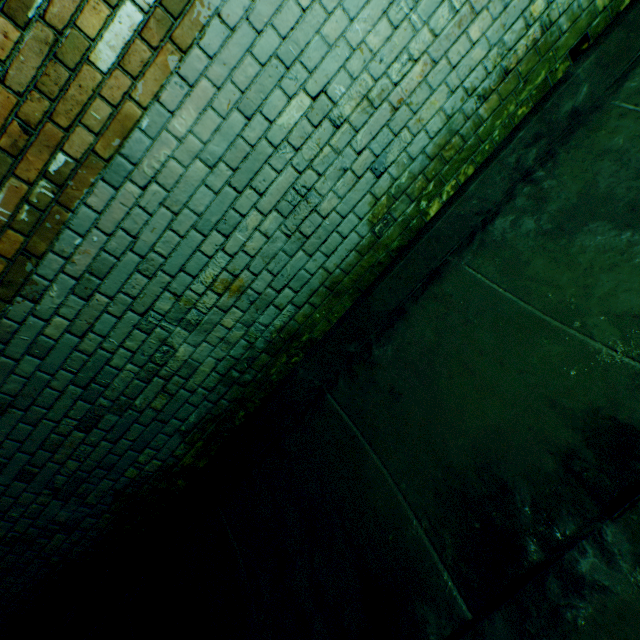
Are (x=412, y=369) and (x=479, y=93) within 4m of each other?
yes
